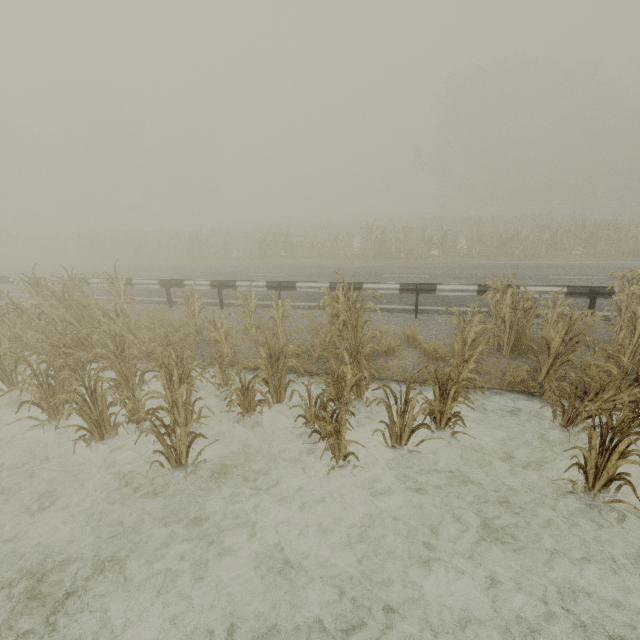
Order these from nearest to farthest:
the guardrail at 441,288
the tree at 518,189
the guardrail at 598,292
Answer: the tree at 518,189
the guardrail at 598,292
the guardrail at 441,288

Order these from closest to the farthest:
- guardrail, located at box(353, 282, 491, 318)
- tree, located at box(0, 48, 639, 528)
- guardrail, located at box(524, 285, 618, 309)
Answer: tree, located at box(0, 48, 639, 528) < guardrail, located at box(524, 285, 618, 309) < guardrail, located at box(353, 282, 491, 318)

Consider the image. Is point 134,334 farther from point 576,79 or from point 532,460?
point 576,79

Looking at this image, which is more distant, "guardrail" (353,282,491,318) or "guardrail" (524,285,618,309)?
"guardrail" (353,282,491,318)

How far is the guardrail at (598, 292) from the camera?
7.7 meters

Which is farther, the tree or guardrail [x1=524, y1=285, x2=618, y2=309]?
guardrail [x1=524, y1=285, x2=618, y2=309]

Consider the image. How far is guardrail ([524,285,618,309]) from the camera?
7.7 meters
